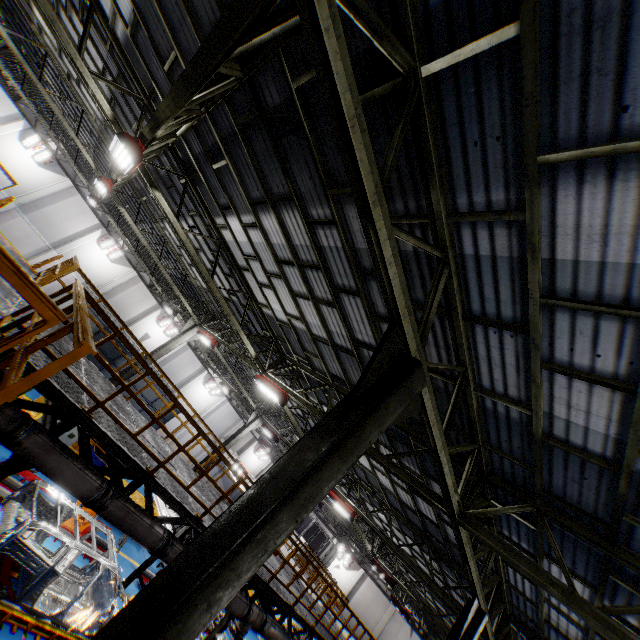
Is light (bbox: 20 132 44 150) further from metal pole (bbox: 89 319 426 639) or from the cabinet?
metal pole (bbox: 89 319 426 639)

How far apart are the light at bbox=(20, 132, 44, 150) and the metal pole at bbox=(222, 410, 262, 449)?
23.7m

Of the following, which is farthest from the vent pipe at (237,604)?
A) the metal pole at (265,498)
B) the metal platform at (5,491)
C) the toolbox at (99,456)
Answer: the toolbox at (99,456)

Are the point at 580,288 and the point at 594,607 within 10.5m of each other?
yes

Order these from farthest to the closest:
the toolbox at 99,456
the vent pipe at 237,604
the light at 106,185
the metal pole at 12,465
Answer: the toolbox at 99,456, the light at 106,185, the vent pipe at 237,604, the metal pole at 12,465

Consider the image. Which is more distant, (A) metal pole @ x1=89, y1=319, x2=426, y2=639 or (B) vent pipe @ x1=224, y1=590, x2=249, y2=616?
(B) vent pipe @ x1=224, y1=590, x2=249, y2=616

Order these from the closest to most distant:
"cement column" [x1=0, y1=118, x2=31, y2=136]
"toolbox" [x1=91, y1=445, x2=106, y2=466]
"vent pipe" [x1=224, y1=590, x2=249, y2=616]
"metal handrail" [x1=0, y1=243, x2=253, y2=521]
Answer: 1. "metal handrail" [x1=0, y1=243, x2=253, y2=521]
2. "vent pipe" [x1=224, y1=590, x2=249, y2=616]
3. "toolbox" [x1=91, y1=445, x2=106, y2=466]
4. "cement column" [x1=0, y1=118, x2=31, y2=136]

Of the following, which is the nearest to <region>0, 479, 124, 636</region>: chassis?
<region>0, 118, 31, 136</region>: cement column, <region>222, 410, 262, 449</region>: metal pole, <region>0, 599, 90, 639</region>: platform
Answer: <region>0, 599, 90, 639</region>: platform
